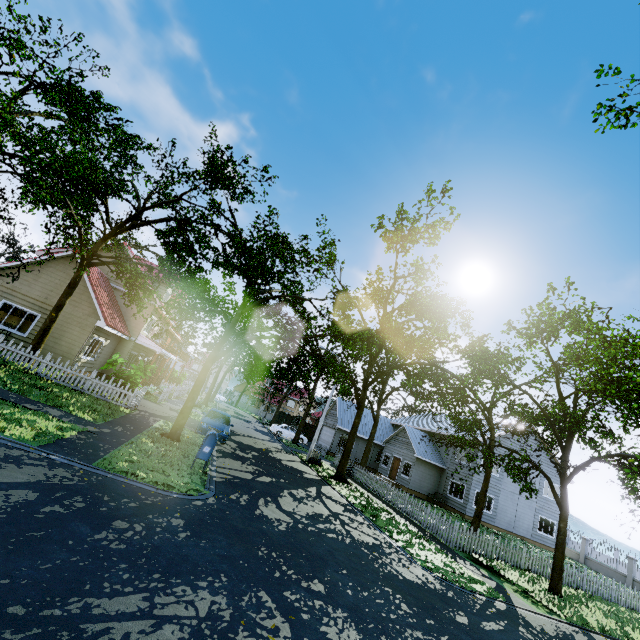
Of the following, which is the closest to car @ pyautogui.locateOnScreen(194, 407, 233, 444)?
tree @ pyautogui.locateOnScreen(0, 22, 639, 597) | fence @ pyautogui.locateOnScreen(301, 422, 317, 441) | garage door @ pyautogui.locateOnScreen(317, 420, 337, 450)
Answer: tree @ pyautogui.locateOnScreen(0, 22, 639, 597)

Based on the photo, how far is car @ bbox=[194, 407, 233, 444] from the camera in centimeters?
1655cm

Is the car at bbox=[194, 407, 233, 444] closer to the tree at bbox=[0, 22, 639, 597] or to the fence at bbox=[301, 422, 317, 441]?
the tree at bbox=[0, 22, 639, 597]

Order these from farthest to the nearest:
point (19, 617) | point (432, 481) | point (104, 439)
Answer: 1. point (432, 481)
2. point (104, 439)
3. point (19, 617)

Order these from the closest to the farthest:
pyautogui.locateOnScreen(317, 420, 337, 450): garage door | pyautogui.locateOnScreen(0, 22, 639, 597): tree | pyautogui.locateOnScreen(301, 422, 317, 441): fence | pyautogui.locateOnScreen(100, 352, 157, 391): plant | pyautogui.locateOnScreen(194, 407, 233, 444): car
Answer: pyautogui.locateOnScreen(0, 22, 639, 597): tree < pyautogui.locateOnScreen(100, 352, 157, 391): plant < pyautogui.locateOnScreen(194, 407, 233, 444): car < pyautogui.locateOnScreen(317, 420, 337, 450): garage door < pyautogui.locateOnScreen(301, 422, 317, 441): fence

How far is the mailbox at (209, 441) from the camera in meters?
10.3 m

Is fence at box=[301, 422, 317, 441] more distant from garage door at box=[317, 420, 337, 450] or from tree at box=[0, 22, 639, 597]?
garage door at box=[317, 420, 337, 450]

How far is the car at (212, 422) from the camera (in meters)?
16.55
